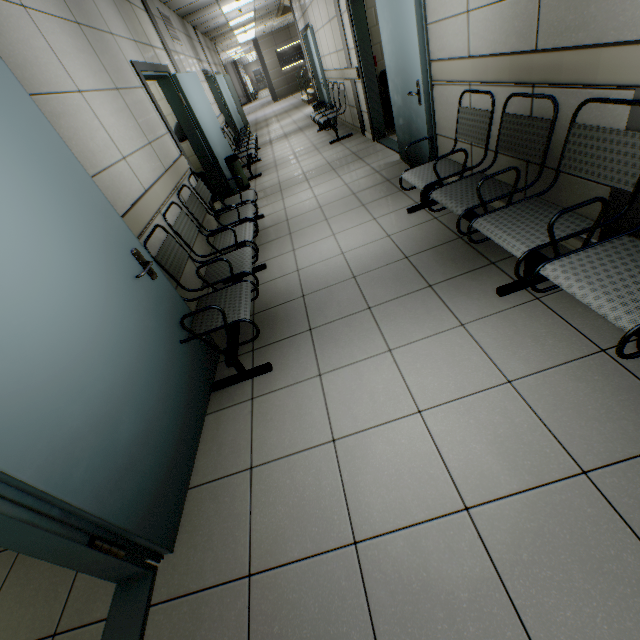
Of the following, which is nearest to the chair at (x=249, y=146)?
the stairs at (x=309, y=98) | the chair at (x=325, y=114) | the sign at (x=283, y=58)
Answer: the chair at (x=325, y=114)

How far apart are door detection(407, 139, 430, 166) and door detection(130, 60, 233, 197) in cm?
283

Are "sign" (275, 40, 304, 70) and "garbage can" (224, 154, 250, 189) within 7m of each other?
no

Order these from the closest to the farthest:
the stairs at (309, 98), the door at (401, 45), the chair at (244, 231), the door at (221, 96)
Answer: the chair at (244, 231) < the door at (401, 45) < the door at (221, 96) < the stairs at (309, 98)

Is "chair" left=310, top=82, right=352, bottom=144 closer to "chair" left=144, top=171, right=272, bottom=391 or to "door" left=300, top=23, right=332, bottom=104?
"door" left=300, top=23, right=332, bottom=104

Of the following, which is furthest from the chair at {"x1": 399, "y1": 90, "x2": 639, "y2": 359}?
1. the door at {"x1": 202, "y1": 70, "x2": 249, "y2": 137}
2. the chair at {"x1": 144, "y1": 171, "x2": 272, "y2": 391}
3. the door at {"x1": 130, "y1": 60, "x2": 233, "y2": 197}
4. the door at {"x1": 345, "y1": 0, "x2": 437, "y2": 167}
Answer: the door at {"x1": 202, "y1": 70, "x2": 249, "y2": 137}

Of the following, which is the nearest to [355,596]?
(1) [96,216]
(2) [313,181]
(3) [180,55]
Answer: (1) [96,216]

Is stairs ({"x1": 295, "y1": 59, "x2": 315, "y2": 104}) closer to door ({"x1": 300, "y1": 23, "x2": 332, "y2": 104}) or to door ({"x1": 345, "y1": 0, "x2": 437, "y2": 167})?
door ({"x1": 300, "y1": 23, "x2": 332, "y2": 104})
